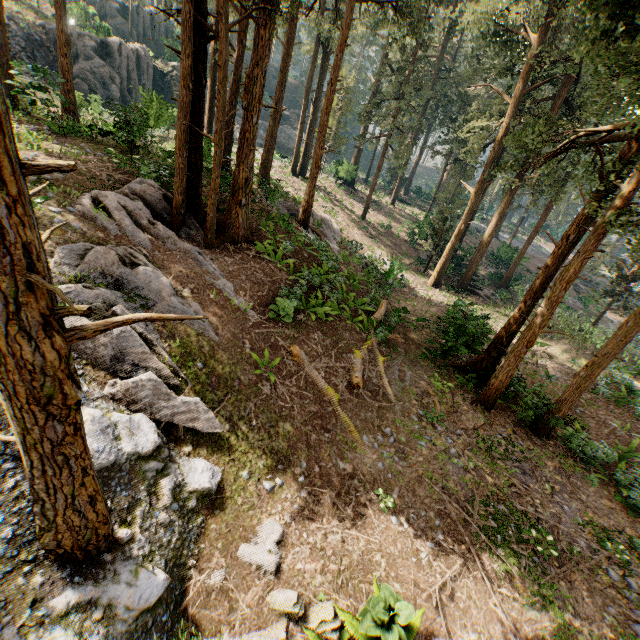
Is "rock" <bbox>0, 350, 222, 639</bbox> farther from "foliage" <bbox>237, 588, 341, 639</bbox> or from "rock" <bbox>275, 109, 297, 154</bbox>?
"rock" <bbox>275, 109, 297, 154</bbox>

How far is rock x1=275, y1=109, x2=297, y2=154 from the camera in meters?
52.8

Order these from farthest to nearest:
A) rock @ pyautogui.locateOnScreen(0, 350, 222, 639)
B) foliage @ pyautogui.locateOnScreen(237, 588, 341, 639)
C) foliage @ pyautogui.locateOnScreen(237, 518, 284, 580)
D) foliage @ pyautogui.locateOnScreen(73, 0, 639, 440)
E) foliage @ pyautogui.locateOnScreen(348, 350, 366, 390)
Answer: foliage @ pyautogui.locateOnScreen(348, 350, 366, 390) → foliage @ pyautogui.locateOnScreen(73, 0, 639, 440) → foliage @ pyautogui.locateOnScreen(237, 518, 284, 580) → foliage @ pyautogui.locateOnScreen(237, 588, 341, 639) → rock @ pyautogui.locateOnScreen(0, 350, 222, 639)

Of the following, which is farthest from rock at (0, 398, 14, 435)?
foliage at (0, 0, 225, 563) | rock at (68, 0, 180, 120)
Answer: rock at (68, 0, 180, 120)

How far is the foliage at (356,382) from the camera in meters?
11.5 m

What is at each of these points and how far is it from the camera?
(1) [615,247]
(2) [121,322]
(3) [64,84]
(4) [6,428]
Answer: (1) foliage, 39.19m
(2) foliage, 3.10m
(3) foliage, 18.06m
(4) rock, 5.11m

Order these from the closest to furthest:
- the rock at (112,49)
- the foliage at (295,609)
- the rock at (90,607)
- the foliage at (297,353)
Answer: the rock at (90,607) < the foliage at (295,609) < the foliage at (297,353) < the rock at (112,49)

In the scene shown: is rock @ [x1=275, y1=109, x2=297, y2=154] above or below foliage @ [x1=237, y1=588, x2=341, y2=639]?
above
